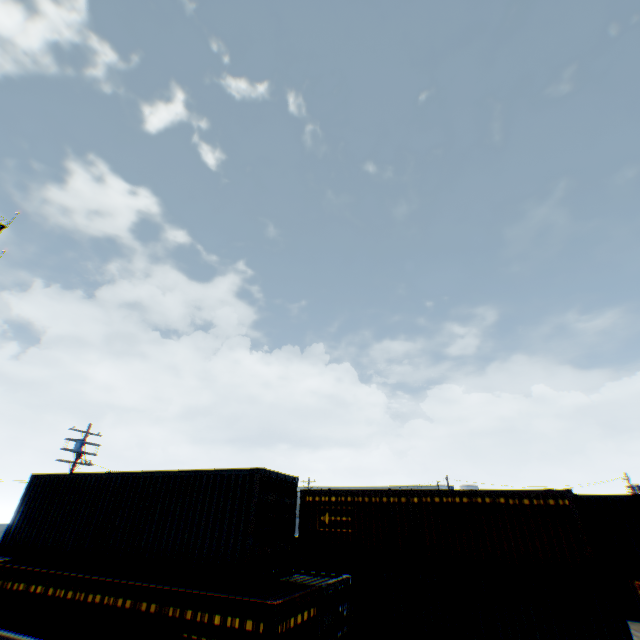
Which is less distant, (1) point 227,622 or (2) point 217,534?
(1) point 227,622
